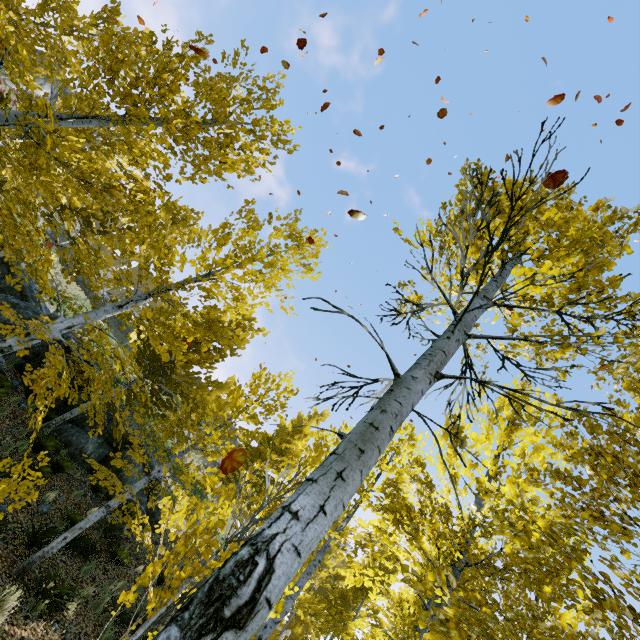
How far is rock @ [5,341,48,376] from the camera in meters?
11.6 m

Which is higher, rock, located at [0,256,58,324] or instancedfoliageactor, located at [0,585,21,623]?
rock, located at [0,256,58,324]

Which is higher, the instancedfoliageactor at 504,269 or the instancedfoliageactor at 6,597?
the instancedfoliageactor at 504,269

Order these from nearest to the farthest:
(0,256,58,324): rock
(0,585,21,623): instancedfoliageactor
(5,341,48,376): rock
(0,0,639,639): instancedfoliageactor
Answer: (0,0,639,639): instancedfoliageactor < (0,585,21,623): instancedfoliageactor < (5,341,48,376): rock < (0,256,58,324): rock

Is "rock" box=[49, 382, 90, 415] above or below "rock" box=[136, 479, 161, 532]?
below

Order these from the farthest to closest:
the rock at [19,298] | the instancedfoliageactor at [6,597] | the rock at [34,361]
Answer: the rock at [19,298], the rock at [34,361], the instancedfoliageactor at [6,597]

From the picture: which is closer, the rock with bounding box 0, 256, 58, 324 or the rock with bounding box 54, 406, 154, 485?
the rock with bounding box 54, 406, 154, 485

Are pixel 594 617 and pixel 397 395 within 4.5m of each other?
yes
